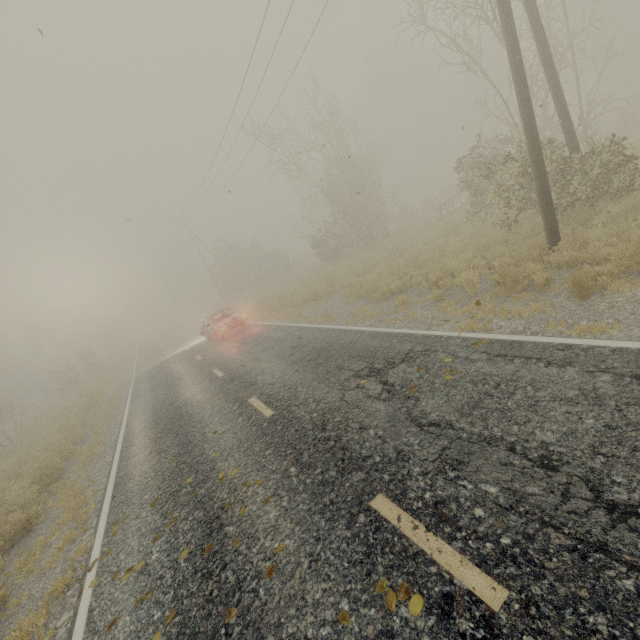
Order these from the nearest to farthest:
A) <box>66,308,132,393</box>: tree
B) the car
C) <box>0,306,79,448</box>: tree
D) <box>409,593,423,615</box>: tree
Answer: <box>409,593,423,615</box>: tree
the car
<box>0,306,79,448</box>: tree
<box>66,308,132,393</box>: tree

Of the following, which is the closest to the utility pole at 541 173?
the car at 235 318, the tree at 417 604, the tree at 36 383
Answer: the tree at 417 604

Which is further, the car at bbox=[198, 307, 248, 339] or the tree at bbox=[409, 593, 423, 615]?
the car at bbox=[198, 307, 248, 339]

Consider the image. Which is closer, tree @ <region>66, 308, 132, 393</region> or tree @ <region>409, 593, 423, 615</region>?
tree @ <region>409, 593, 423, 615</region>

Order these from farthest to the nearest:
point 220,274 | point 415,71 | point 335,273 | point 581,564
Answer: point 220,274 < point 415,71 < point 335,273 < point 581,564

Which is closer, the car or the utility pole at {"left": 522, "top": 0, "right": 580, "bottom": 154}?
the utility pole at {"left": 522, "top": 0, "right": 580, "bottom": 154}

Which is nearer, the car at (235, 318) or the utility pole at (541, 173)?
the utility pole at (541, 173)

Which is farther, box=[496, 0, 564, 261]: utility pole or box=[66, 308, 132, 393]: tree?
box=[66, 308, 132, 393]: tree
